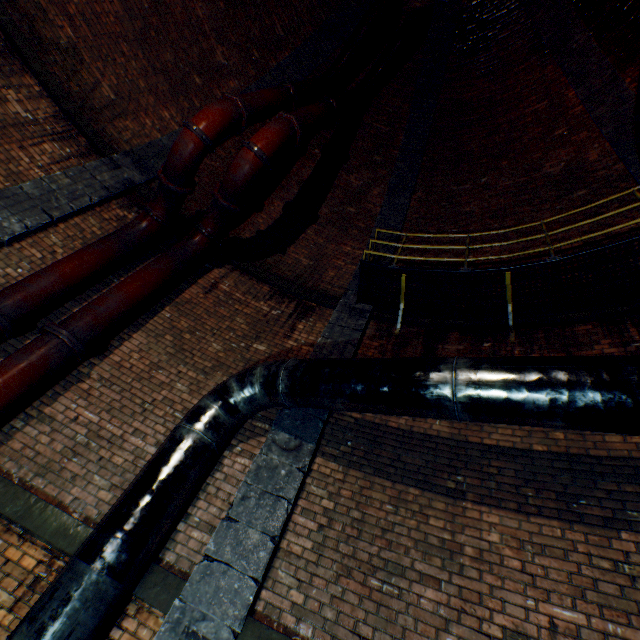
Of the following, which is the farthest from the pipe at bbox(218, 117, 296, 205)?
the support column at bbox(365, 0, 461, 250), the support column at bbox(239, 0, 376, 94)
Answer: the support column at bbox(365, 0, 461, 250)

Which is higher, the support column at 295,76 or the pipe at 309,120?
the support column at 295,76

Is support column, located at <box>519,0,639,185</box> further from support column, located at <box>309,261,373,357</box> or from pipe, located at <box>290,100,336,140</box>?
pipe, located at <box>290,100,336,140</box>

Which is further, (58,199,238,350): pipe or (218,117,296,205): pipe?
(218,117,296,205): pipe

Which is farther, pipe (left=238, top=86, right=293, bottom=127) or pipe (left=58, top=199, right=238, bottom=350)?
pipe (left=238, top=86, right=293, bottom=127)

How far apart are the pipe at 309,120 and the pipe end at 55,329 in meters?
4.8 m

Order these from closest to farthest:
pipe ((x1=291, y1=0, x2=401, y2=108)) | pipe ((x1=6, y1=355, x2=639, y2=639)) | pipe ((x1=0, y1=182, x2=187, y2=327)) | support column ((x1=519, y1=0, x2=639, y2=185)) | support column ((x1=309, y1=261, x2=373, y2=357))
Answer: pipe ((x1=6, y1=355, x2=639, y2=639)), pipe ((x1=0, y1=182, x2=187, y2=327)), support column ((x1=309, y1=261, x2=373, y2=357)), support column ((x1=519, y1=0, x2=639, y2=185)), pipe ((x1=291, y1=0, x2=401, y2=108))

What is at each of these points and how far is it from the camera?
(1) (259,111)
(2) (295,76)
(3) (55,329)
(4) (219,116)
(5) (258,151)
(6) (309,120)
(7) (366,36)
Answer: (1) pipe, 5.8m
(2) support column, 8.8m
(3) pipe end, 4.0m
(4) pipe, 5.0m
(5) pipe, 5.1m
(6) pipe, 6.0m
(7) pipe, 8.1m
